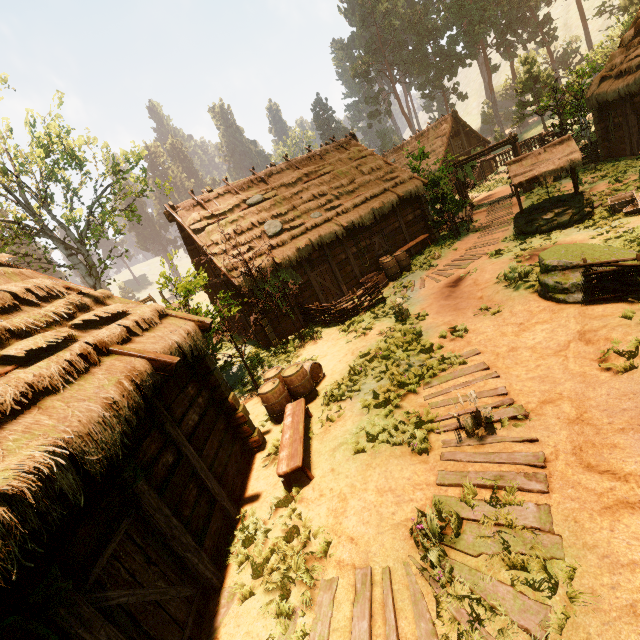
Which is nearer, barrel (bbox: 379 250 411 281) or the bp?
barrel (bbox: 379 250 411 281)

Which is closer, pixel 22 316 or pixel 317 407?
pixel 22 316

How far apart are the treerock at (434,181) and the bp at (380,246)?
3.2 meters

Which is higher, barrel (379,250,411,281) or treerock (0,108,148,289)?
treerock (0,108,148,289)

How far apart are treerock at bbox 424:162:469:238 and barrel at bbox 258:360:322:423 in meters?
11.8

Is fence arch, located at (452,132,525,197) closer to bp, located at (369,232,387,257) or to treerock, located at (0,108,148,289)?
treerock, located at (0,108,148,289)

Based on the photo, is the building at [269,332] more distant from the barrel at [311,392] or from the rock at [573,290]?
the rock at [573,290]

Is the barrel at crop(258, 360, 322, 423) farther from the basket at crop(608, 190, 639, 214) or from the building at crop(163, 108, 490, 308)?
the basket at crop(608, 190, 639, 214)
